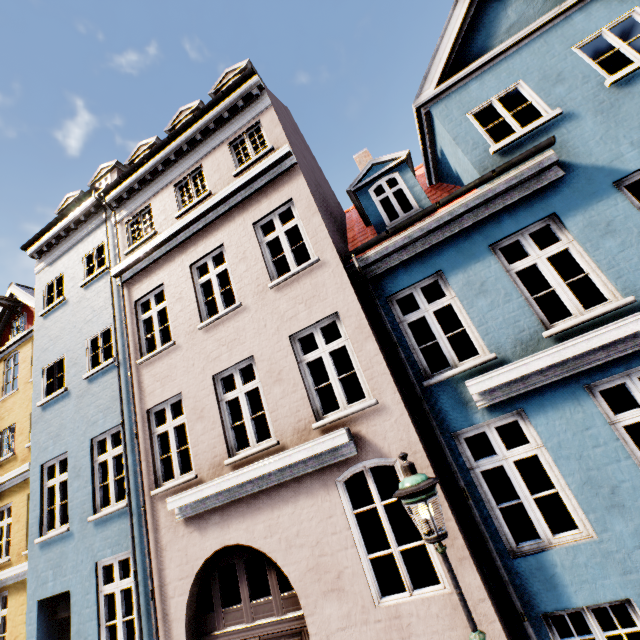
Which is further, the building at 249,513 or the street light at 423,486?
the building at 249,513

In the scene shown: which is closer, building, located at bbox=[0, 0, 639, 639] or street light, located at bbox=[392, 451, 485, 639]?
street light, located at bbox=[392, 451, 485, 639]

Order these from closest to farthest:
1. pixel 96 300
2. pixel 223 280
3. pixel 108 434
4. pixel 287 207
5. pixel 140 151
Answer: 1. pixel 287 207
2. pixel 108 434
3. pixel 96 300
4. pixel 140 151
5. pixel 223 280
